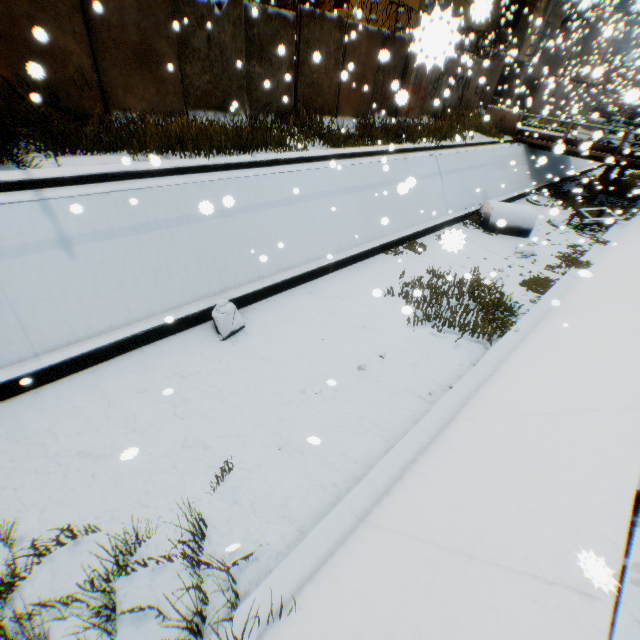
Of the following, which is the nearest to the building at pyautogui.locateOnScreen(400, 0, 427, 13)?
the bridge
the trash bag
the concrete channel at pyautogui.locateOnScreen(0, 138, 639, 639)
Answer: the concrete channel at pyautogui.locateOnScreen(0, 138, 639, 639)

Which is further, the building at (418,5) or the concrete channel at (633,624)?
the building at (418,5)

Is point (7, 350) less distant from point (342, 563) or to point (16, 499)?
point (16, 499)

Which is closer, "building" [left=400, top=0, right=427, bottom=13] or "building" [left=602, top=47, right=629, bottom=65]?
"building" [left=400, top=0, right=427, bottom=13]

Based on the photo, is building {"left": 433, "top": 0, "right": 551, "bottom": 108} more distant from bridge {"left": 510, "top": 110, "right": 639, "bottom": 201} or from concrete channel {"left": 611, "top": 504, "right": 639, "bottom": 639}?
bridge {"left": 510, "top": 110, "right": 639, "bottom": 201}

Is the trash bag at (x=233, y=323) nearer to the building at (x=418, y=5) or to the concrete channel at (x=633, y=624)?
the concrete channel at (x=633, y=624)

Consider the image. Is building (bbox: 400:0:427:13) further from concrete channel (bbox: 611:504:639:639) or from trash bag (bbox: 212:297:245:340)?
trash bag (bbox: 212:297:245:340)
